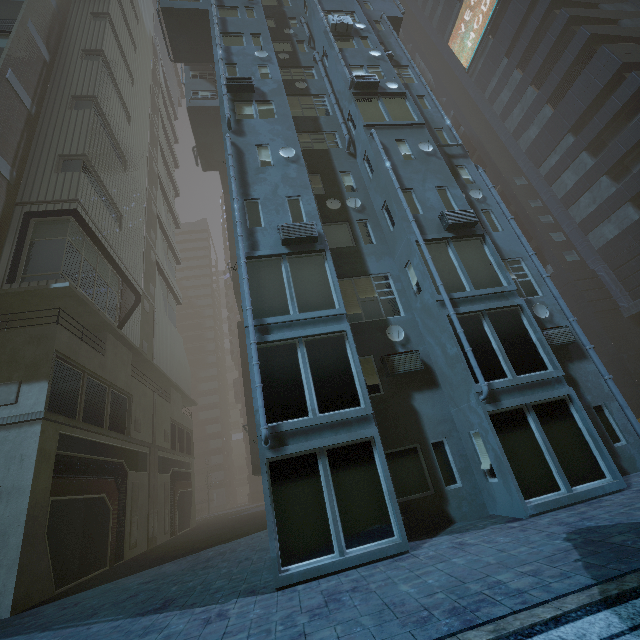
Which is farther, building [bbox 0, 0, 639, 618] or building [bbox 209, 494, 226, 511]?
building [bbox 209, 494, 226, 511]

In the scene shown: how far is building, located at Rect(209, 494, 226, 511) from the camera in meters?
59.0

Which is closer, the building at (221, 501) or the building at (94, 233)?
the building at (94, 233)

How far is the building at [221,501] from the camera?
59.0m

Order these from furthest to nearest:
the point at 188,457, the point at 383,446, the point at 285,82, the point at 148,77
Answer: the point at 148,77 → the point at 188,457 → the point at 285,82 → the point at 383,446
